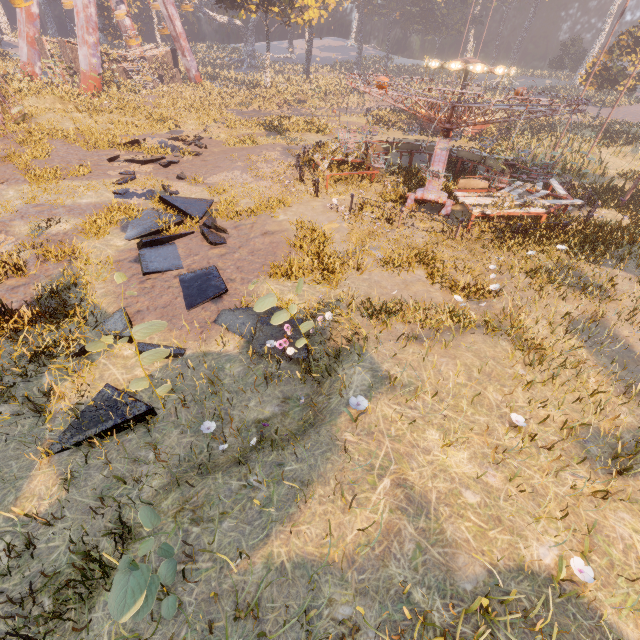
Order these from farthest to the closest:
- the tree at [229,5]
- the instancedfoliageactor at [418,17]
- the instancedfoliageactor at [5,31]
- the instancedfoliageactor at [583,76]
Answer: the instancedfoliageactor at [418,17] → the instancedfoliageactor at [5,31] → the instancedfoliageactor at [583,76] → the tree at [229,5]

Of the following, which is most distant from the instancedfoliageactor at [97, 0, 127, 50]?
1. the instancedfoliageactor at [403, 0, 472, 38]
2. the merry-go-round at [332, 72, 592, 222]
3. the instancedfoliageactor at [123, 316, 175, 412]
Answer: the instancedfoliageactor at [123, 316, 175, 412]

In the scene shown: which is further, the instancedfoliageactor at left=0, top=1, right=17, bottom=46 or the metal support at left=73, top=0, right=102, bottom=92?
the instancedfoliageactor at left=0, top=1, right=17, bottom=46

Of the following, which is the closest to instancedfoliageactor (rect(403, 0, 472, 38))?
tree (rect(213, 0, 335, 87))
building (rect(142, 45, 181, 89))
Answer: tree (rect(213, 0, 335, 87))

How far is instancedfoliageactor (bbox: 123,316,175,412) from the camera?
4.3 meters

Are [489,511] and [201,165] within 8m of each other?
no

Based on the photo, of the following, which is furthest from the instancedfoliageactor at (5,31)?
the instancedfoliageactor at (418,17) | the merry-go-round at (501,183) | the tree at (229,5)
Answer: the instancedfoliageactor at (418,17)

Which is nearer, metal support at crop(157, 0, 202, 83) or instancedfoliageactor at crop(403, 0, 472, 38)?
metal support at crop(157, 0, 202, 83)
